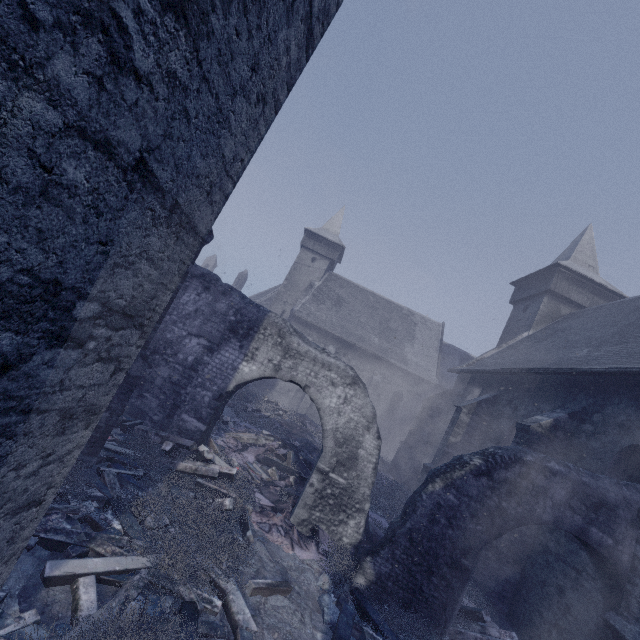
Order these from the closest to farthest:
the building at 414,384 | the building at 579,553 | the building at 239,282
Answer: the building at 579,553 → the building at 414,384 → the building at 239,282

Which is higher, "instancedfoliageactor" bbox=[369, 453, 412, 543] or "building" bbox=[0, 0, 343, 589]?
"building" bbox=[0, 0, 343, 589]

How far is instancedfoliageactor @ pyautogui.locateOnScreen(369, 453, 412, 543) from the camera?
9.5 meters

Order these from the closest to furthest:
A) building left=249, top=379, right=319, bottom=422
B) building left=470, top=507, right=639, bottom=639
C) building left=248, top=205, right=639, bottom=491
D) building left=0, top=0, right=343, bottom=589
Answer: building left=0, top=0, right=343, bottom=589
building left=470, top=507, right=639, bottom=639
building left=248, top=205, right=639, bottom=491
building left=249, top=379, right=319, bottom=422

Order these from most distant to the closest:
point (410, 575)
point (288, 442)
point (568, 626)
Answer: point (288, 442)
point (568, 626)
point (410, 575)

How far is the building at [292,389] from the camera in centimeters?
2461cm

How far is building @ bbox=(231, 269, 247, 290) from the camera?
50.03m

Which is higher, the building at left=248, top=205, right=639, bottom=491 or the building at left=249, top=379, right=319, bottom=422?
the building at left=248, top=205, right=639, bottom=491
